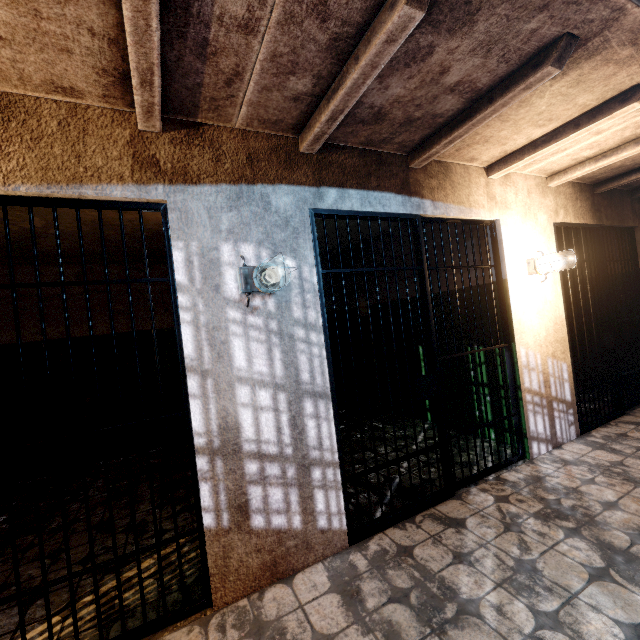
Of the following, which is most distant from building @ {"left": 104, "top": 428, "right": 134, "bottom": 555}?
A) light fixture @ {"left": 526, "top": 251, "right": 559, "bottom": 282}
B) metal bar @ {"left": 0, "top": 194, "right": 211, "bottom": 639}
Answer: light fixture @ {"left": 526, "top": 251, "right": 559, "bottom": 282}

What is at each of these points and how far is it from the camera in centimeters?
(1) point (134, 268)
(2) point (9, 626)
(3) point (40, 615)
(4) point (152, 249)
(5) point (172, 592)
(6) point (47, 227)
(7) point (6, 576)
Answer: (1) building, 493cm
(2) building, 191cm
(3) building, 197cm
(4) building, 464cm
(5) building, 202cm
(6) building, 340cm
(7) building, 236cm

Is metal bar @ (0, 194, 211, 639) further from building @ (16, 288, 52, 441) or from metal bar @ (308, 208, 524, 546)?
metal bar @ (308, 208, 524, 546)

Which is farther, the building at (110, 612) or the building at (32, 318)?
the building at (32, 318)

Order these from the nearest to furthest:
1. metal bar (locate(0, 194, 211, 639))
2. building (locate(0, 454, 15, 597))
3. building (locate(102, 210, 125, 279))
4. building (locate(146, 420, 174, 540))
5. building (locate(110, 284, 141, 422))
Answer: metal bar (locate(0, 194, 211, 639)), building (locate(0, 454, 15, 597)), building (locate(146, 420, 174, 540)), building (locate(102, 210, 125, 279)), building (locate(110, 284, 141, 422))

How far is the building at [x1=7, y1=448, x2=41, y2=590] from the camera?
2.36m

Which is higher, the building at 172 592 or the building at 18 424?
the building at 18 424

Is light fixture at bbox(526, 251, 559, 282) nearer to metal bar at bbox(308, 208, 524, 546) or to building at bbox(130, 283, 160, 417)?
metal bar at bbox(308, 208, 524, 546)
